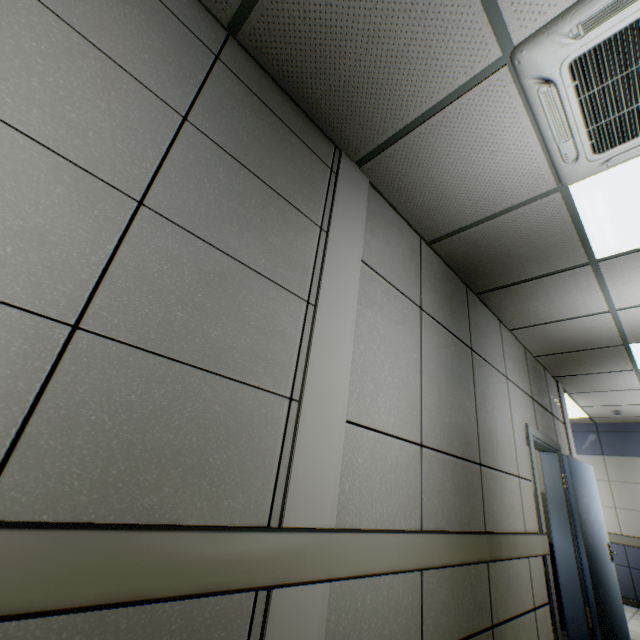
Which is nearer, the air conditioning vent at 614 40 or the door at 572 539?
the air conditioning vent at 614 40

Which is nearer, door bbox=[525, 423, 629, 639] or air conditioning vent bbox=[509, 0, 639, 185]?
air conditioning vent bbox=[509, 0, 639, 185]

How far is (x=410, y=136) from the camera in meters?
2.0 m

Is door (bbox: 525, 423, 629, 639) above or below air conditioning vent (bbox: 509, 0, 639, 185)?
below

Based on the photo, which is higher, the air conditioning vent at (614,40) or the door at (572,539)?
the air conditioning vent at (614,40)
